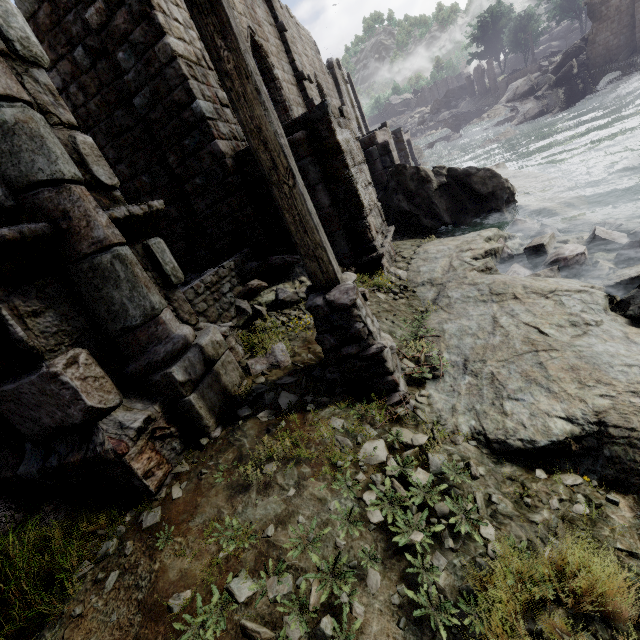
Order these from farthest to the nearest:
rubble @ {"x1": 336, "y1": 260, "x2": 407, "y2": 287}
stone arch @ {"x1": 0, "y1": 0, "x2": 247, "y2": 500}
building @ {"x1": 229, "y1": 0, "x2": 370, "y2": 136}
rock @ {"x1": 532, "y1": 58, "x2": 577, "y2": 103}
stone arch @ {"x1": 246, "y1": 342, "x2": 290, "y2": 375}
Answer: rock @ {"x1": 532, "y1": 58, "x2": 577, "y2": 103}, building @ {"x1": 229, "y1": 0, "x2": 370, "y2": 136}, rubble @ {"x1": 336, "y1": 260, "x2": 407, "y2": 287}, stone arch @ {"x1": 246, "y1": 342, "x2": 290, "y2": 375}, stone arch @ {"x1": 0, "y1": 0, "x2": 247, "y2": 500}

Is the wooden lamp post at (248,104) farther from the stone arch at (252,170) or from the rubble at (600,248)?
the rubble at (600,248)

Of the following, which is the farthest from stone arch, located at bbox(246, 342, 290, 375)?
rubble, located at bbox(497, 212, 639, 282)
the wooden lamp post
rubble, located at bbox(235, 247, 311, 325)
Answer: rubble, located at bbox(497, 212, 639, 282)

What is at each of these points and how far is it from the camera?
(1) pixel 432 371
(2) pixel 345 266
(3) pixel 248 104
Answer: (1) rock, 4.06m
(2) rubble, 6.97m
(3) wooden lamp post, 2.75m

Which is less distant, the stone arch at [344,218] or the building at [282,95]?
the stone arch at [344,218]

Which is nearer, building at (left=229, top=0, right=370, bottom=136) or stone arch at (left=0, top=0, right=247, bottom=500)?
stone arch at (left=0, top=0, right=247, bottom=500)

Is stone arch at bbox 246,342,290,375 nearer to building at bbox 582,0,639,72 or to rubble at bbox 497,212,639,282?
building at bbox 582,0,639,72

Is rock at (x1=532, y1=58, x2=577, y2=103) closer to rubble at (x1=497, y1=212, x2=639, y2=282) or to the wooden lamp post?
rubble at (x1=497, y1=212, x2=639, y2=282)
